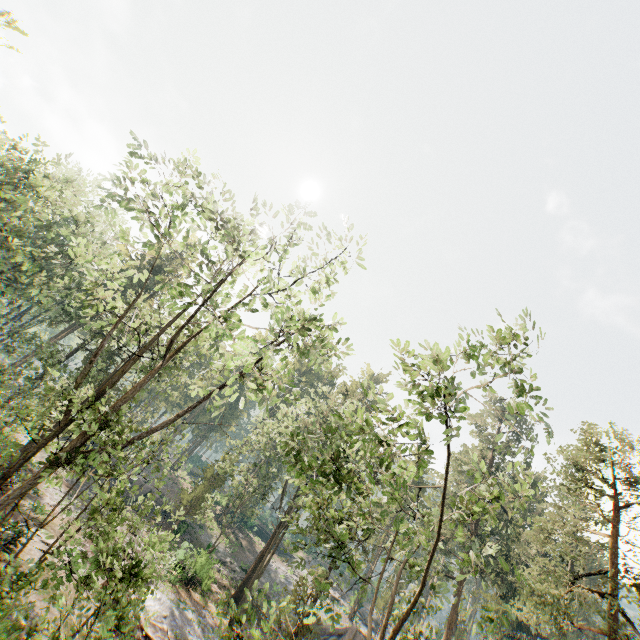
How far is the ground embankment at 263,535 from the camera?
52.8 meters

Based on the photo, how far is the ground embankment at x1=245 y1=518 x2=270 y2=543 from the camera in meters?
52.8 m

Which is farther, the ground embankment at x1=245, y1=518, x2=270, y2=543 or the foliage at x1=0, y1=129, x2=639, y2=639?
the ground embankment at x1=245, y1=518, x2=270, y2=543

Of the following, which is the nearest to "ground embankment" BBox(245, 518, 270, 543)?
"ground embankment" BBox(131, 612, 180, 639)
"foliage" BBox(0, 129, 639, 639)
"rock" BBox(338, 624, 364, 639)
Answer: "foliage" BBox(0, 129, 639, 639)

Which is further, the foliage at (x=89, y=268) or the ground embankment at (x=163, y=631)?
the ground embankment at (x=163, y=631)

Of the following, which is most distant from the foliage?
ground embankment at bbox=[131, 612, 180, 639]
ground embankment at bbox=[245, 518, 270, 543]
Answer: ground embankment at bbox=[245, 518, 270, 543]

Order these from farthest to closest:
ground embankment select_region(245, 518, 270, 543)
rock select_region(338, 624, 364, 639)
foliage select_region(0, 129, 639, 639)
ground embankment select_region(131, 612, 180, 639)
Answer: ground embankment select_region(245, 518, 270, 543)
rock select_region(338, 624, 364, 639)
ground embankment select_region(131, 612, 180, 639)
foliage select_region(0, 129, 639, 639)

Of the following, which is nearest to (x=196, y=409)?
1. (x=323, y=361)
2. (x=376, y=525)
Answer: (x=323, y=361)
